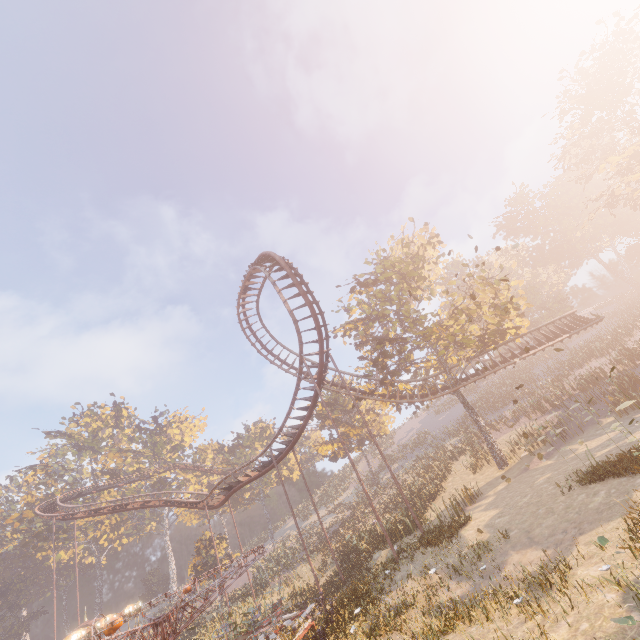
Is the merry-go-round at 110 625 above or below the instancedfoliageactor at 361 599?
above

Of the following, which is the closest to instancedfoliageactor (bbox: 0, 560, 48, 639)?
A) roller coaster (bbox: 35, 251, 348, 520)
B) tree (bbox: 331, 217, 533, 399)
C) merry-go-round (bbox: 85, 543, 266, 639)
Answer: roller coaster (bbox: 35, 251, 348, 520)

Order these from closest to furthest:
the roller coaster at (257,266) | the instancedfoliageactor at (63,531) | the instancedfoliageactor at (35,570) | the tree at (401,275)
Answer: the roller coaster at (257,266) < the tree at (401,275) < the instancedfoliageactor at (35,570) < the instancedfoliageactor at (63,531)

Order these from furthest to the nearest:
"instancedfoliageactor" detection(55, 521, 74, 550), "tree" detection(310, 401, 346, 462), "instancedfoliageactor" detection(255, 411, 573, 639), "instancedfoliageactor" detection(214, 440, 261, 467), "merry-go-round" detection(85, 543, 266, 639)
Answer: "instancedfoliageactor" detection(214, 440, 261, 467) → "instancedfoliageactor" detection(55, 521, 74, 550) → "tree" detection(310, 401, 346, 462) → "merry-go-round" detection(85, 543, 266, 639) → "instancedfoliageactor" detection(255, 411, 573, 639)

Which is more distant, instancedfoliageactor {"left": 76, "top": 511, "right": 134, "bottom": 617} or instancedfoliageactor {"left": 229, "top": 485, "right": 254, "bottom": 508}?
instancedfoliageactor {"left": 229, "top": 485, "right": 254, "bottom": 508}

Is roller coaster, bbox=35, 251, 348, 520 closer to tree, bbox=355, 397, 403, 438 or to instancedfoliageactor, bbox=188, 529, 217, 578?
tree, bbox=355, 397, 403, 438

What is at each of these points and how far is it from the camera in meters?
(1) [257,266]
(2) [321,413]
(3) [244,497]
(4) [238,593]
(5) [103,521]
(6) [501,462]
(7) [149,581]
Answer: (1) roller coaster, 24.2 m
(2) tree, 46.4 m
(3) instancedfoliageactor, 57.9 m
(4) instancedfoliageactor, 35.0 m
(5) instancedfoliageactor, 58.0 m
(6) tree, 23.7 m
(7) instancedfoliageactor, 55.9 m

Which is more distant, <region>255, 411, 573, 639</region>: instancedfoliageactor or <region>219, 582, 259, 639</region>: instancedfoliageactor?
<region>219, 582, 259, 639</region>: instancedfoliageactor
